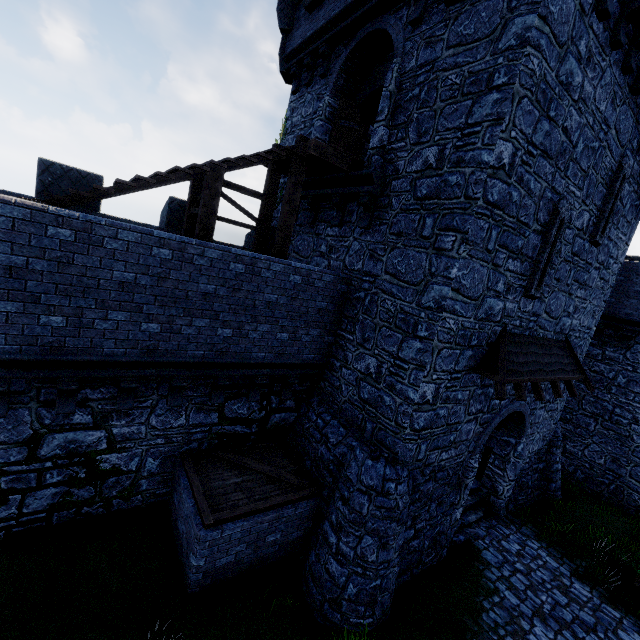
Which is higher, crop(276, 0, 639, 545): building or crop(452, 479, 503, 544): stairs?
crop(276, 0, 639, 545): building

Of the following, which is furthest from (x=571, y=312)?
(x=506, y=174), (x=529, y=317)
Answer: (x=506, y=174)

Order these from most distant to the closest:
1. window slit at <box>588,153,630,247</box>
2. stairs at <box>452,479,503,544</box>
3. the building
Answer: stairs at <box>452,479,503,544</box> < window slit at <box>588,153,630,247</box> < the building

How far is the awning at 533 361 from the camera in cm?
747

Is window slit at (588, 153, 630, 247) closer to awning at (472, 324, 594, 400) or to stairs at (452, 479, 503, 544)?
awning at (472, 324, 594, 400)

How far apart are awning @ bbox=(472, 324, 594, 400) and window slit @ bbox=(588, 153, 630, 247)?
2.7m

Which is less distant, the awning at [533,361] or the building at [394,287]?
the building at [394,287]

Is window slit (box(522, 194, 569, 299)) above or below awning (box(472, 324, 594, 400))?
above
